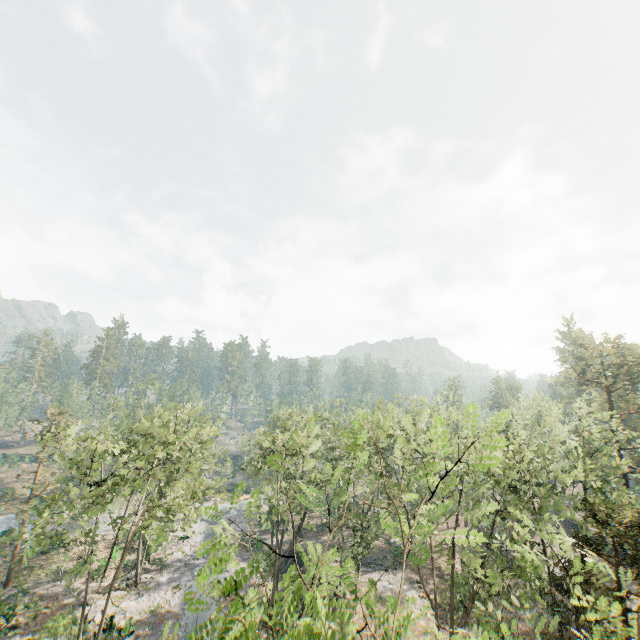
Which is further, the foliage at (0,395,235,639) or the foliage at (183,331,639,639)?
the foliage at (0,395,235,639)

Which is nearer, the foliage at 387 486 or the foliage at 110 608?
the foliage at 387 486

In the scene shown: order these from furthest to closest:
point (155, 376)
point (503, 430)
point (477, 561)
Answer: point (155, 376) → point (503, 430) → point (477, 561)
